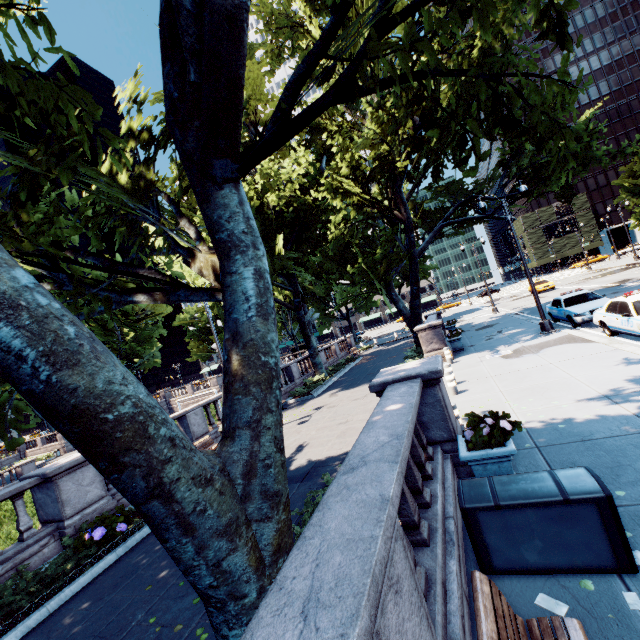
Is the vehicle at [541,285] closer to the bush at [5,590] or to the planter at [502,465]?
the planter at [502,465]

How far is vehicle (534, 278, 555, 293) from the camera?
37.2m

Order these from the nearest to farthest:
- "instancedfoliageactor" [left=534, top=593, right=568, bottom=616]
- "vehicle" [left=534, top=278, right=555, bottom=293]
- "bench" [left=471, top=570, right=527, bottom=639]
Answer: "bench" [left=471, top=570, right=527, bottom=639]
"instancedfoliageactor" [left=534, top=593, right=568, bottom=616]
"vehicle" [left=534, top=278, right=555, bottom=293]

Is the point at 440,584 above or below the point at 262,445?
below

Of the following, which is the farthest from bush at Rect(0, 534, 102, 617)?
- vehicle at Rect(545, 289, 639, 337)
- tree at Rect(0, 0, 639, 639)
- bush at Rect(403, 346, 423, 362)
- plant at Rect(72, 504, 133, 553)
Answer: vehicle at Rect(545, 289, 639, 337)

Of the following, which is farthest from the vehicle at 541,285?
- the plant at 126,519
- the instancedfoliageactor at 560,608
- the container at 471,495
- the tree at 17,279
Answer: the plant at 126,519

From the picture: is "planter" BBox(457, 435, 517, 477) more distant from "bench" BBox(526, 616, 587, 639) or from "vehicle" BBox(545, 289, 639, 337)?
"vehicle" BBox(545, 289, 639, 337)

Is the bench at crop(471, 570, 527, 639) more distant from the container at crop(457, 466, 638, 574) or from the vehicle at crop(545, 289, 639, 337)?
the vehicle at crop(545, 289, 639, 337)
